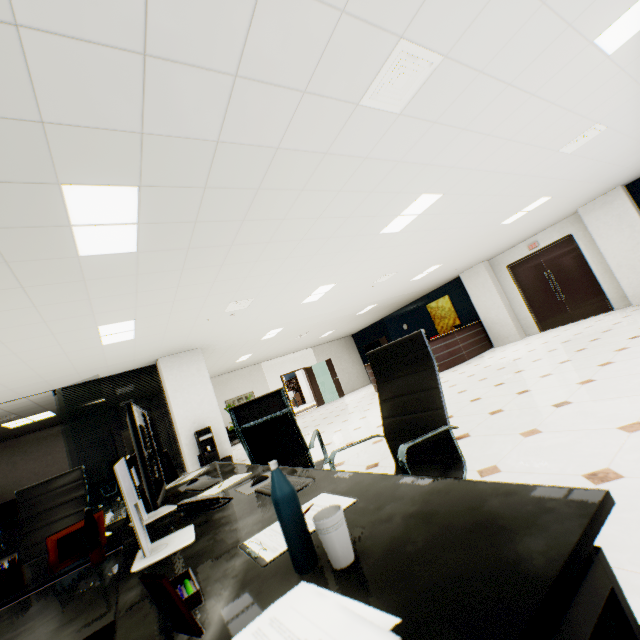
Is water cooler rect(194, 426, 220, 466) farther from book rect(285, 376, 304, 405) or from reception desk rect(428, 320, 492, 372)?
book rect(285, 376, 304, 405)

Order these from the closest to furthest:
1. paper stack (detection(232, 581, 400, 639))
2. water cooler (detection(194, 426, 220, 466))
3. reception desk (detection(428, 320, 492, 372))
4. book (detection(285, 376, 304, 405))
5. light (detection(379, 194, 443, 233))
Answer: paper stack (detection(232, 581, 400, 639))
light (detection(379, 194, 443, 233))
water cooler (detection(194, 426, 220, 466))
reception desk (detection(428, 320, 492, 372))
book (detection(285, 376, 304, 405))

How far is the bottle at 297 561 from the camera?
0.7 meters

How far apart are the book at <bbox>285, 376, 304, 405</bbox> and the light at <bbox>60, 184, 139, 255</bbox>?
22.53m

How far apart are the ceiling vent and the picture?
11.47m

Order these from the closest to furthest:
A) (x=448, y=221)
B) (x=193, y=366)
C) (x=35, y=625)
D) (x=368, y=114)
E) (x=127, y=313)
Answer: (x=35, y=625) < (x=368, y=114) < (x=127, y=313) < (x=448, y=221) < (x=193, y=366)

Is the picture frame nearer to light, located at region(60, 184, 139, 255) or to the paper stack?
the paper stack

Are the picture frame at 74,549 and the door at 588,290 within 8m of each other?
no
